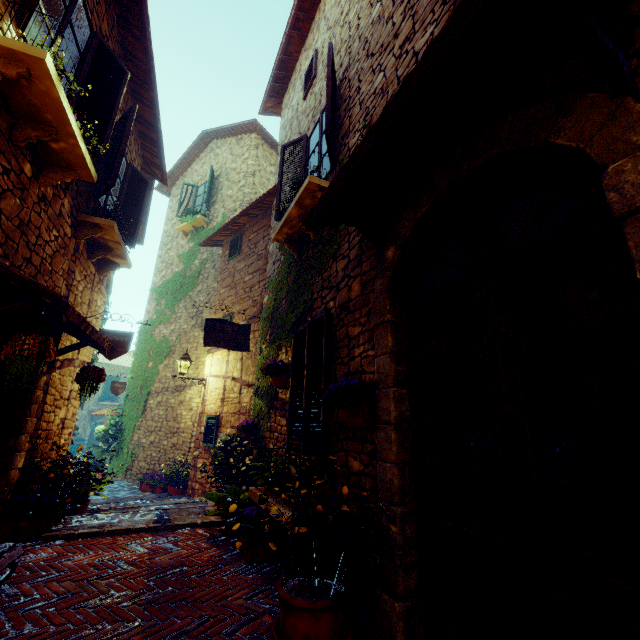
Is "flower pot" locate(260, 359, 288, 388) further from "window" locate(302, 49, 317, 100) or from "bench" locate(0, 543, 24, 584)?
"window" locate(302, 49, 317, 100)

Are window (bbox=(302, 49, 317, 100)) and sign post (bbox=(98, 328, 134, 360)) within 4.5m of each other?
no

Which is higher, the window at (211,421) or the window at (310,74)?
the window at (310,74)

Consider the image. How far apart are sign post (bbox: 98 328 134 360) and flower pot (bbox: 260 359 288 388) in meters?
2.2

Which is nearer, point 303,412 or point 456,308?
point 456,308

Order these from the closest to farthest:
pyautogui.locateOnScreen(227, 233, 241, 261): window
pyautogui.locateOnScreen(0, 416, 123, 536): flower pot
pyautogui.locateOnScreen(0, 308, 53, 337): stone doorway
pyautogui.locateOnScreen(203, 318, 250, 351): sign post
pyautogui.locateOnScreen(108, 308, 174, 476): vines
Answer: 1. pyautogui.locateOnScreen(0, 308, 53, 337): stone doorway
2. pyautogui.locateOnScreen(0, 416, 123, 536): flower pot
3. pyautogui.locateOnScreen(203, 318, 250, 351): sign post
4. pyautogui.locateOnScreen(227, 233, 241, 261): window
5. pyautogui.locateOnScreen(108, 308, 174, 476): vines

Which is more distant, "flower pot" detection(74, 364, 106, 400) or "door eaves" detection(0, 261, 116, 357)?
"flower pot" detection(74, 364, 106, 400)

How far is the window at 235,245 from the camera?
9.0m
